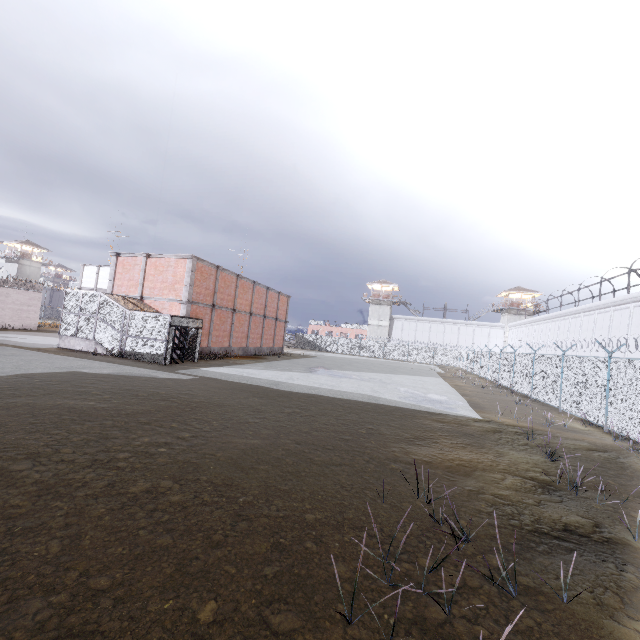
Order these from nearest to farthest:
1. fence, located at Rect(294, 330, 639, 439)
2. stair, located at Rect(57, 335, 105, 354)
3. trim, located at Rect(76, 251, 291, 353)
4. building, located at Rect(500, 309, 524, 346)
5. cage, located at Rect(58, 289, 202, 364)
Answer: fence, located at Rect(294, 330, 639, 439)
cage, located at Rect(58, 289, 202, 364)
stair, located at Rect(57, 335, 105, 354)
trim, located at Rect(76, 251, 291, 353)
building, located at Rect(500, 309, 524, 346)

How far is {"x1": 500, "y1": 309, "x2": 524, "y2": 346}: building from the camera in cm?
5541

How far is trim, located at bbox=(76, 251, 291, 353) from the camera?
21.92m

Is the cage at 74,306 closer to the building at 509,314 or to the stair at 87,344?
the stair at 87,344

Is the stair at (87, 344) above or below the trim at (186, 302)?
below

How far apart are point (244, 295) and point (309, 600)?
27.2 meters

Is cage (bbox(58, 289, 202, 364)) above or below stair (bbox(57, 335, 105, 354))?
above

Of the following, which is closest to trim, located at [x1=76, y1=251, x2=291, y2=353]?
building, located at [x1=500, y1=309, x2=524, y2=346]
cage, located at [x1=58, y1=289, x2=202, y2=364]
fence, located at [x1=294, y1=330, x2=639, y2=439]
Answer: cage, located at [x1=58, y1=289, x2=202, y2=364]
